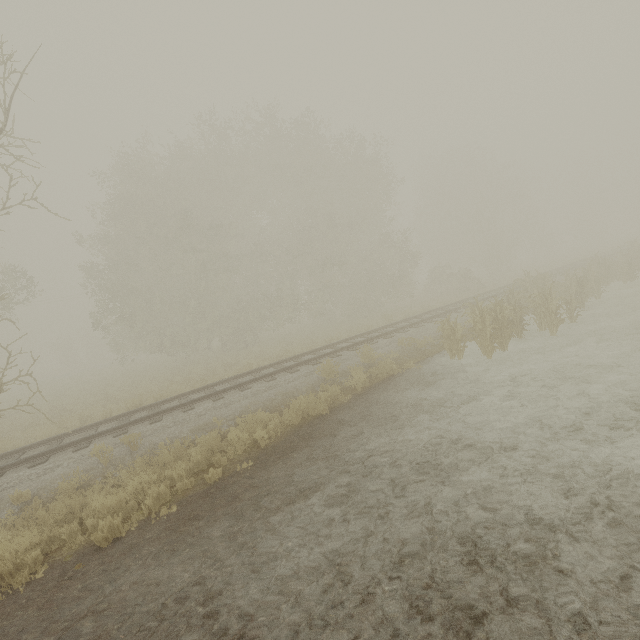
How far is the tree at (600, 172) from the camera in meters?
46.2

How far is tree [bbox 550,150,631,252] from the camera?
46.2m

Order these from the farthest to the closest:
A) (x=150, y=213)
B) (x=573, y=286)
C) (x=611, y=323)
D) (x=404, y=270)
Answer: (x=404, y=270), (x=150, y=213), (x=573, y=286), (x=611, y=323)

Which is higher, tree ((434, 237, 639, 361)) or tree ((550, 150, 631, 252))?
tree ((550, 150, 631, 252))

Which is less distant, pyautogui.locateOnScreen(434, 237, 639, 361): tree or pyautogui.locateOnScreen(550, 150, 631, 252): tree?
pyautogui.locateOnScreen(434, 237, 639, 361): tree

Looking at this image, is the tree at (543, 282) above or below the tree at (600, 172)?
below
